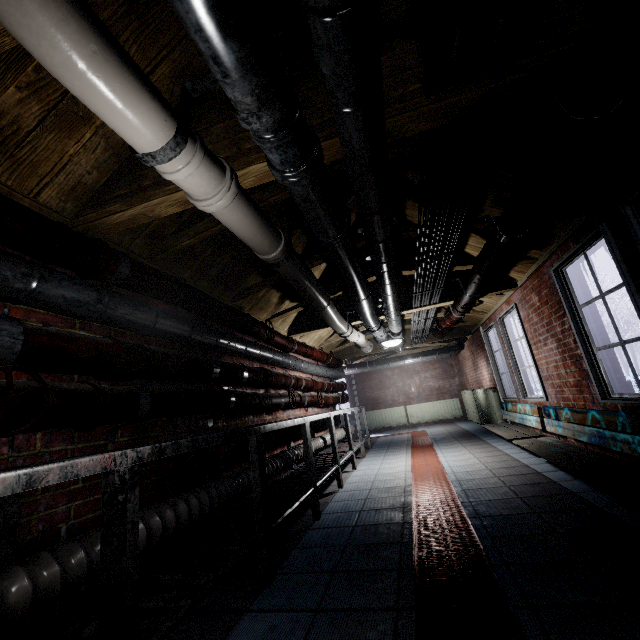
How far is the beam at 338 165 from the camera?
1.9m

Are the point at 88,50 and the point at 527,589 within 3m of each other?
yes

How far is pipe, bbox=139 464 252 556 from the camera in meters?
1.6 m

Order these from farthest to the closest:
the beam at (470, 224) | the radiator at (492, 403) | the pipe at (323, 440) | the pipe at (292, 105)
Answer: the radiator at (492, 403), the pipe at (323, 440), the beam at (470, 224), the pipe at (292, 105)

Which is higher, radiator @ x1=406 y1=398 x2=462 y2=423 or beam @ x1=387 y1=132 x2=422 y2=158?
beam @ x1=387 y1=132 x2=422 y2=158

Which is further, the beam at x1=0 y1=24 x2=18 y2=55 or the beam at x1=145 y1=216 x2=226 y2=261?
the beam at x1=145 y1=216 x2=226 y2=261

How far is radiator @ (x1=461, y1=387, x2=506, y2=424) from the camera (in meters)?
5.99

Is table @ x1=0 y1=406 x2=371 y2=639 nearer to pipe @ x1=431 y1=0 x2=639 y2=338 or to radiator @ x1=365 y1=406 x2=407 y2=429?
pipe @ x1=431 y1=0 x2=639 y2=338
